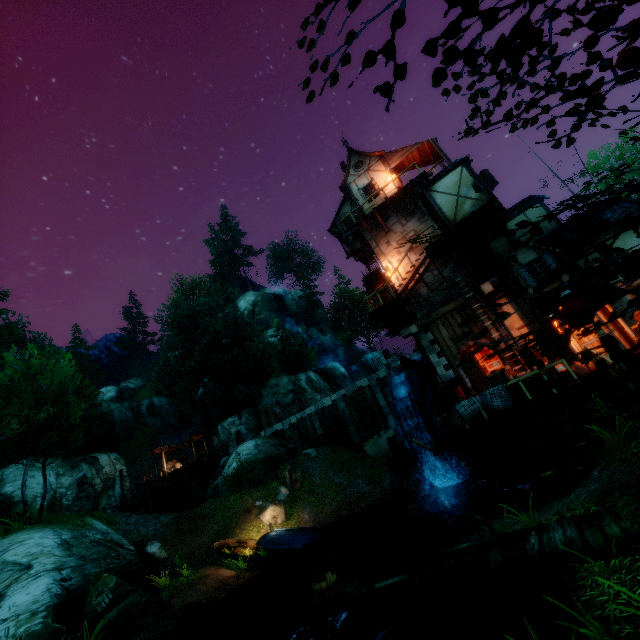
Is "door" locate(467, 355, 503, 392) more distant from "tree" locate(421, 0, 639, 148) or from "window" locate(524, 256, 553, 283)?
"tree" locate(421, 0, 639, 148)

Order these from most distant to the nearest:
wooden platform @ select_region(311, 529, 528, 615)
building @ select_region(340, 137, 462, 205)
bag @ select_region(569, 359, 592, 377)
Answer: building @ select_region(340, 137, 462, 205), bag @ select_region(569, 359, 592, 377), wooden platform @ select_region(311, 529, 528, 615)

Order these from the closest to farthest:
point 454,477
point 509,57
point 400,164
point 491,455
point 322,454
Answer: point 509,57, point 491,455, point 454,477, point 400,164, point 322,454

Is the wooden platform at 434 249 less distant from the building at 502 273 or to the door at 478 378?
the building at 502 273

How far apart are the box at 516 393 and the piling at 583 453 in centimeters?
189cm

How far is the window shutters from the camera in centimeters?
1773cm

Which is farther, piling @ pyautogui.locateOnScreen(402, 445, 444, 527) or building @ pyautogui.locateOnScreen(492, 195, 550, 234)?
piling @ pyautogui.locateOnScreen(402, 445, 444, 527)

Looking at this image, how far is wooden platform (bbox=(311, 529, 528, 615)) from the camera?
6.0m
